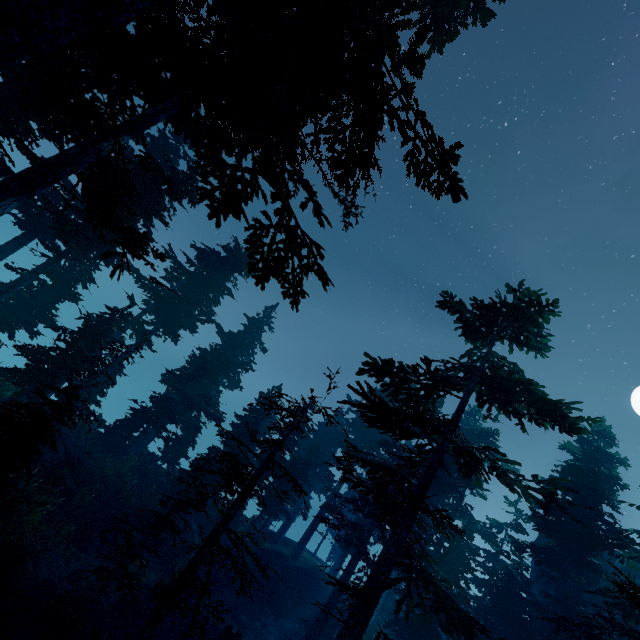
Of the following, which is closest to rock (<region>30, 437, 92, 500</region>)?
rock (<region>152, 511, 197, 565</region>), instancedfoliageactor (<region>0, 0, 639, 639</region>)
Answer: instancedfoliageactor (<region>0, 0, 639, 639</region>)

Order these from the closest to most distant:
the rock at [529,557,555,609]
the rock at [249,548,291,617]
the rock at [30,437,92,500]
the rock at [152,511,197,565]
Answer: the rock at [30,437,92,500], the rock at [152,511,197,565], the rock at [249,548,291,617], the rock at [529,557,555,609]

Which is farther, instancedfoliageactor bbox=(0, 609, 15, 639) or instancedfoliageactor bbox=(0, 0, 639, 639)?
instancedfoliageactor bbox=(0, 609, 15, 639)

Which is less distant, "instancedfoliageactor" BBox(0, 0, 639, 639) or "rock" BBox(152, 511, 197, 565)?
"instancedfoliageactor" BBox(0, 0, 639, 639)

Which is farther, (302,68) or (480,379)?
(480,379)

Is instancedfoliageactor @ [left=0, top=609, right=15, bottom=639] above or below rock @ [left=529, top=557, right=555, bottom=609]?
below

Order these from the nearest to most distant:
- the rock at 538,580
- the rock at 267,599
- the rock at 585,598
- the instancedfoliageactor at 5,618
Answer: the instancedfoliageactor at 5,618 → the rock at 585,598 → the rock at 267,599 → the rock at 538,580

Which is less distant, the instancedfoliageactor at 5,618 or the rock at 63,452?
the instancedfoliageactor at 5,618
